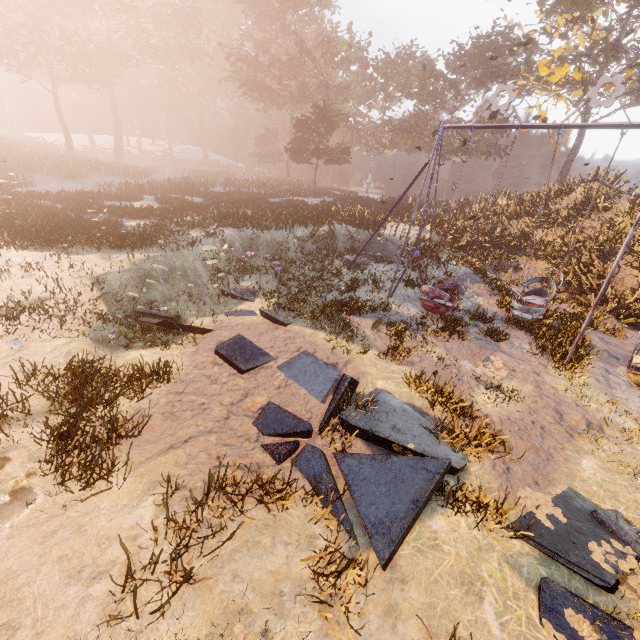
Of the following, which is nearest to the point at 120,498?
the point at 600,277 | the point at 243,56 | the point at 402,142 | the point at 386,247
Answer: the point at 386,247

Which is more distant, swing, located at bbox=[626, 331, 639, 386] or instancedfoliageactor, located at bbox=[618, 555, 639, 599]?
swing, located at bbox=[626, 331, 639, 386]

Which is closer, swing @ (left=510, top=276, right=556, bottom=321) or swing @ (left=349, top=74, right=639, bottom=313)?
swing @ (left=349, top=74, right=639, bottom=313)

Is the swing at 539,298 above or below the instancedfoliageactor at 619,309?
above

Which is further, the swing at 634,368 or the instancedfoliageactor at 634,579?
the swing at 634,368

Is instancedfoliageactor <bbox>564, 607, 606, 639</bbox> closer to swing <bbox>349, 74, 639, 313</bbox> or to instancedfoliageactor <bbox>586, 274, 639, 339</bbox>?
swing <bbox>349, 74, 639, 313</bbox>

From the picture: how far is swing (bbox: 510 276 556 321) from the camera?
11.0m
